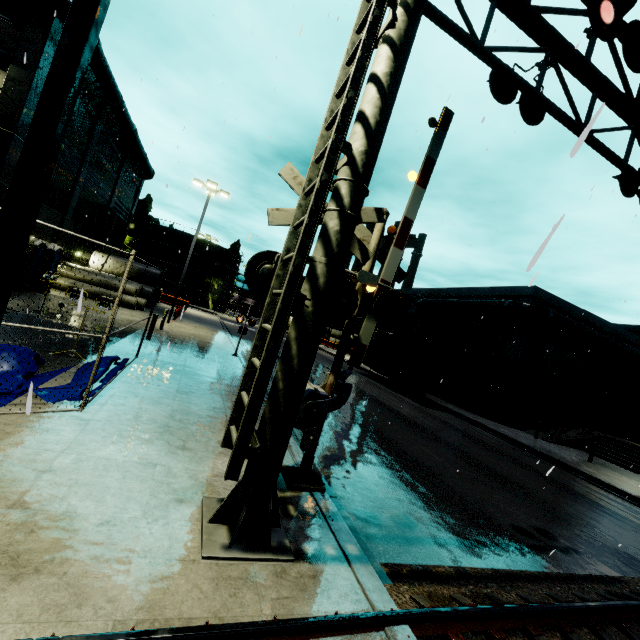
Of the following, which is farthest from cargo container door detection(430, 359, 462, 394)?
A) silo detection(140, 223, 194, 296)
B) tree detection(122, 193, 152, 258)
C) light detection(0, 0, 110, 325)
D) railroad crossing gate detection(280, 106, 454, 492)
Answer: railroad crossing gate detection(280, 106, 454, 492)

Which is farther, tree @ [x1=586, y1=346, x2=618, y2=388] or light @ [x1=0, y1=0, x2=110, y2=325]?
tree @ [x1=586, y1=346, x2=618, y2=388]

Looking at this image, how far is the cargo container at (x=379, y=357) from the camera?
22.6m

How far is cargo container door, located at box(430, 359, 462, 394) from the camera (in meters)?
22.26

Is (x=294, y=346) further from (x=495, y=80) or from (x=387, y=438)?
(x=387, y=438)

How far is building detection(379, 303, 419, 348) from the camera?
37.3 meters

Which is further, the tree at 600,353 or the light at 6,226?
the tree at 600,353

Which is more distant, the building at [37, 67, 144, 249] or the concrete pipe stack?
the concrete pipe stack
